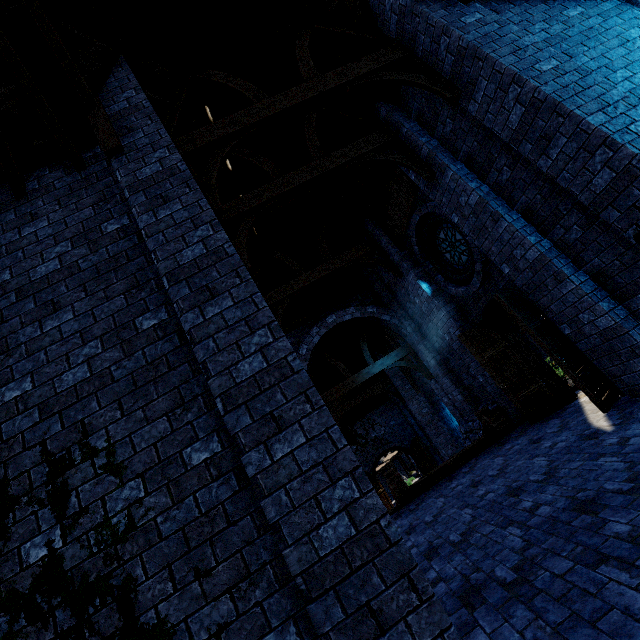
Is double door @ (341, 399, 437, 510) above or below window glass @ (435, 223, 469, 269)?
below

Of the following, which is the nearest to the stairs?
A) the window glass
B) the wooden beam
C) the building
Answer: the wooden beam

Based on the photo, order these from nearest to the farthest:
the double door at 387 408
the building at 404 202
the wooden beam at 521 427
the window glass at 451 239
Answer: the building at 404 202
the wooden beam at 521 427
the window glass at 451 239
the double door at 387 408

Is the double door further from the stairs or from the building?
the stairs

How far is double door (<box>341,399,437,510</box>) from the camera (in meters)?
18.19

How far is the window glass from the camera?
8.0m

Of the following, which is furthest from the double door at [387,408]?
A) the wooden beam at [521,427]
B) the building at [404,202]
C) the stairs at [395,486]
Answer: the wooden beam at [521,427]

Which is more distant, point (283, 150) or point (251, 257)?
point (251, 257)
